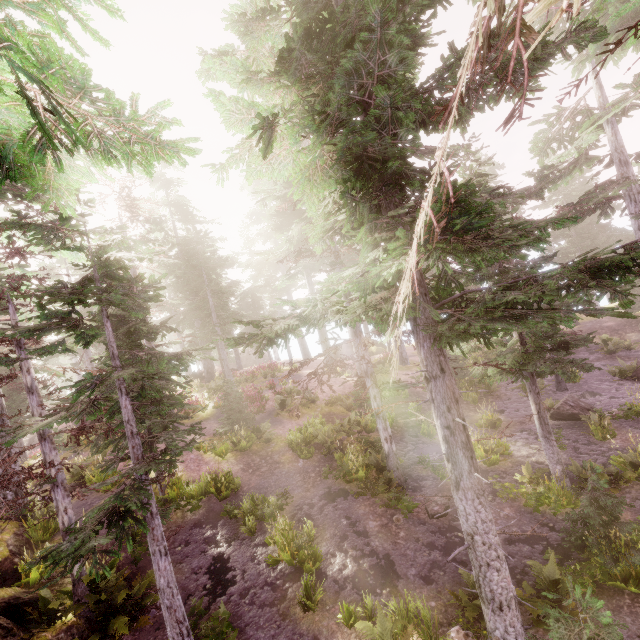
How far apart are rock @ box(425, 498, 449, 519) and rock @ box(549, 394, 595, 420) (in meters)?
7.95

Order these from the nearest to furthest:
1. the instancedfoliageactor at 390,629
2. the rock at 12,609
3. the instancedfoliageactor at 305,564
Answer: the instancedfoliageactor at 390,629 → the rock at 12,609 → the instancedfoliageactor at 305,564

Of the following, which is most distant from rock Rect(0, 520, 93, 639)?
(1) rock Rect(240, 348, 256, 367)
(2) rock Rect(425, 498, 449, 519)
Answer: (1) rock Rect(240, 348, 256, 367)

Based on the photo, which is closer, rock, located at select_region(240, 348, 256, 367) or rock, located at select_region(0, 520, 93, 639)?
rock, located at select_region(0, 520, 93, 639)

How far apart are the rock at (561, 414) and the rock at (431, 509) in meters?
7.9

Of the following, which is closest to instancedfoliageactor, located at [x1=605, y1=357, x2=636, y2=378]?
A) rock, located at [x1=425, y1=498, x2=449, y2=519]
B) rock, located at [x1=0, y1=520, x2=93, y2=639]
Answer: rock, located at [x1=0, y1=520, x2=93, y2=639]

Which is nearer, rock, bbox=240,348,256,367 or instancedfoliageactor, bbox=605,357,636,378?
instancedfoliageactor, bbox=605,357,636,378

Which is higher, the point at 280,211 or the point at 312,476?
the point at 280,211
